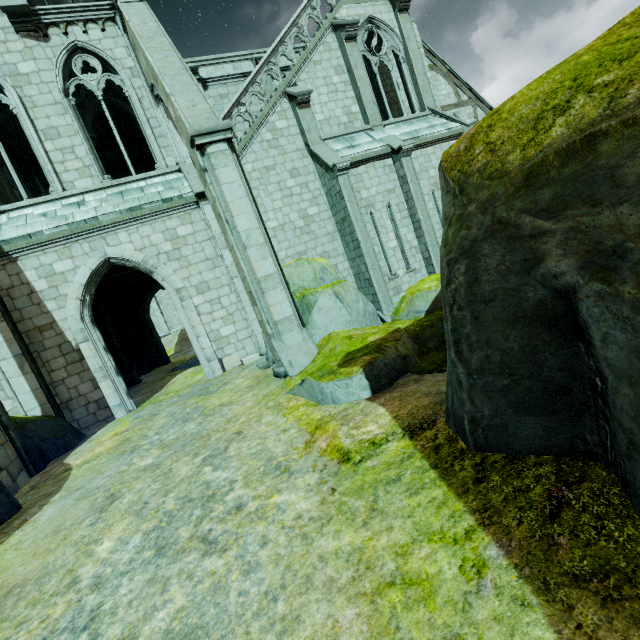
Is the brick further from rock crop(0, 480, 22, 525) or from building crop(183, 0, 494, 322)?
rock crop(0, 480, 22, 525)

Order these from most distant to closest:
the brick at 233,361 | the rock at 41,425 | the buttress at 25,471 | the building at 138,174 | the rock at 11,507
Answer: the brick at 233,361, the building at 138,174, the rock at 41,425, the buttress at 25,471, the rock at 11,507

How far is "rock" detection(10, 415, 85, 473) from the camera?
7.7m

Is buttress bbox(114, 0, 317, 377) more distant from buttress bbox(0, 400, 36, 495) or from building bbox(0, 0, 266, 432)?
buttress bbox(0, 400, 36, 495)

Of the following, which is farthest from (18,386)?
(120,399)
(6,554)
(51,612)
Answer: (51,612)

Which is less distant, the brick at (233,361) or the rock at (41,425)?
the rock at (41,425)

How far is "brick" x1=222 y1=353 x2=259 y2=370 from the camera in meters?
11.0 m

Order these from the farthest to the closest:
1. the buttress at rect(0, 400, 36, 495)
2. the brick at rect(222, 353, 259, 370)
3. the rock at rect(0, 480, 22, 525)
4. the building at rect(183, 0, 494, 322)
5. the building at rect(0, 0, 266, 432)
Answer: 1. the building at rect(183, 0, 494, 322)
2. the brick at rect(222, 353, 259, 370)
3. the building at rect(0, 0, 266, 432)
4. the buttress at rect(0, 400, 36, 495)
5. the rock at rect(0, 480, 22, 525)
